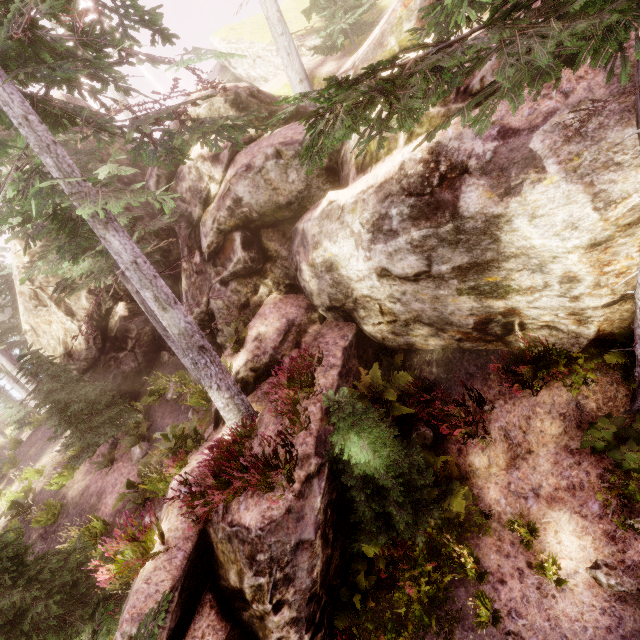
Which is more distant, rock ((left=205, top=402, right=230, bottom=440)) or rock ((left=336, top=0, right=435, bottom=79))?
rock ((left=205, top=402, right=230, bottom=440))

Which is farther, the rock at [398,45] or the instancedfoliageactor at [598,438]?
the rock at [398,45]

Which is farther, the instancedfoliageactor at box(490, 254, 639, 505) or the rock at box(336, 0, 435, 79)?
the rock at box(336, 0, 435, 79)

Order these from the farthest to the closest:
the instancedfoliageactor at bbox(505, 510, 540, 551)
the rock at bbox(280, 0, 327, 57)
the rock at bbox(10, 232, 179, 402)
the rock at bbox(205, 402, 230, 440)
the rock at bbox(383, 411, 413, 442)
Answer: the rock at bbox(280, 0, 327, 57) < the rock at bbox(10, 232, 179, 402) < the rock at bbox(205, 402, 230, 440) < the rock at bbox(383, 411, 413, 442) < the instancedfoliageactor at bbox(505, 510, 540, 551)

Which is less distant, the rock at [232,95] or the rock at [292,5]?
the rock at [232,95]

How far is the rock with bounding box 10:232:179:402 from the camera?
15.4m

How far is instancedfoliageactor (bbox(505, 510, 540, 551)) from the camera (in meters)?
6.14

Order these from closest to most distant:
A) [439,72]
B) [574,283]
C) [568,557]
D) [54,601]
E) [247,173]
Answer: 1. [439,72]
2. [574,283]
3. [568,557]
4. [54,601]
5. [247,173]
